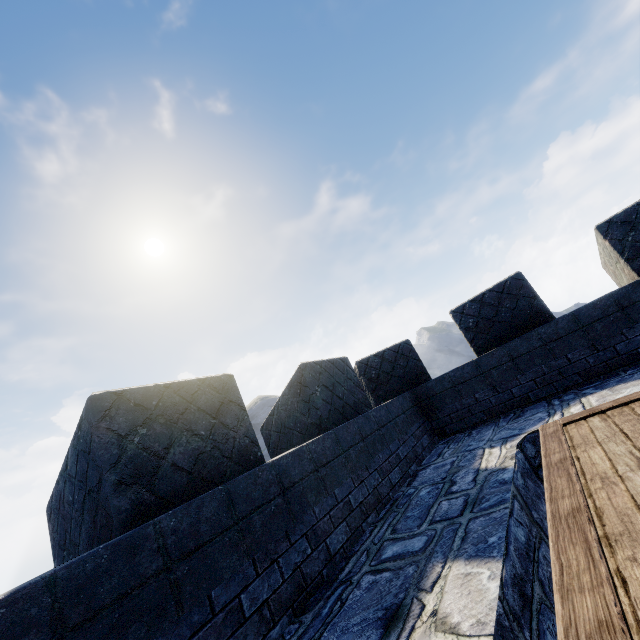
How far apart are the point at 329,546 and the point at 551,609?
1.6 meters
